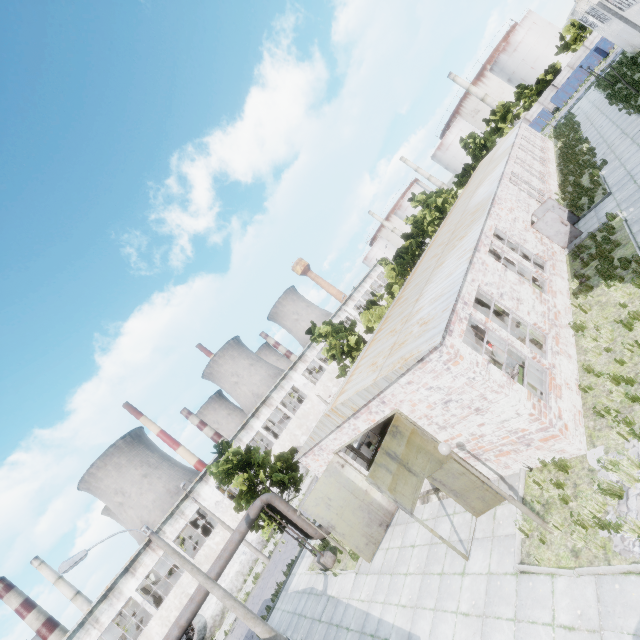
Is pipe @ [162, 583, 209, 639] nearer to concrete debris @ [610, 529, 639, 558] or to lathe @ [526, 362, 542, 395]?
lathe @ [526, 362, 542, 395]

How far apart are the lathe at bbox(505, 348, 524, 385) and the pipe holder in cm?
1309

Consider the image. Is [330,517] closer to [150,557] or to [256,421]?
[150,557]

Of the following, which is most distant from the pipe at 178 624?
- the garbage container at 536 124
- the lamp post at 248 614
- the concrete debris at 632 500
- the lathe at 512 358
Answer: the garbage container at 536 124

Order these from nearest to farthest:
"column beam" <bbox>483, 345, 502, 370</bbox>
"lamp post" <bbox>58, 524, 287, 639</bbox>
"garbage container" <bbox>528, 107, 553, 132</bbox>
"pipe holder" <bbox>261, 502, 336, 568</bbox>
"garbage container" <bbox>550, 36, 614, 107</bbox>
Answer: "lamp post" <bbox>58, 524, 287, 639</bbox> → "column beam" <bbox>483, 345, 502, 370</bbox> → "pipe holder" <bbox>261, 502, 336, 568</bbox> → "garbage container" <bbox>550, 36, 614, 107</bbox> → "garbage container" <bbox>528, 107, 553, 132</bbox>

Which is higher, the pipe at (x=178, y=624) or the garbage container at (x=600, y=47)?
the pipe at (x=178, y=624)

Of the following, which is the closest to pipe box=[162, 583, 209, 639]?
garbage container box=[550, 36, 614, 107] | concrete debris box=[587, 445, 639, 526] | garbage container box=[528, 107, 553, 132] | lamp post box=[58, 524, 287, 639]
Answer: lamp post box=[58, 524, 287, 639]

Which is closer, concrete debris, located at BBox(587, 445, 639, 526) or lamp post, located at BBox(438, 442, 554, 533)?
concrete debris, located at BBox(587, 445, 639, 526)
